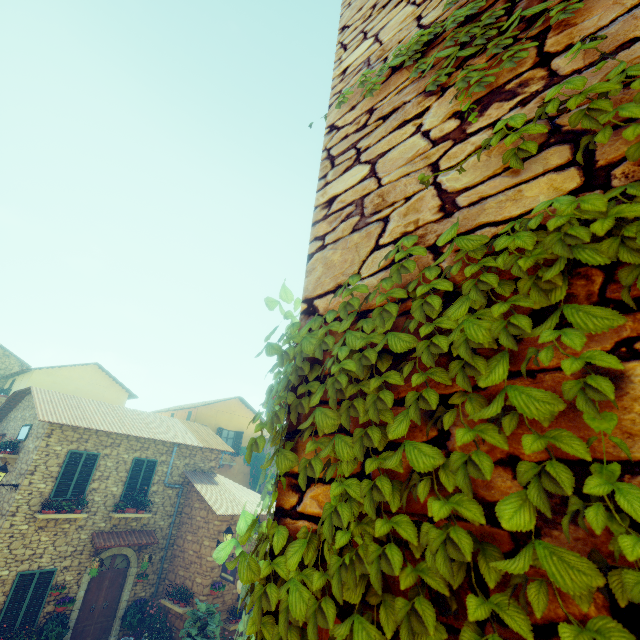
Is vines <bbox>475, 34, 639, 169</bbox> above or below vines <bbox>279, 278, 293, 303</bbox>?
above

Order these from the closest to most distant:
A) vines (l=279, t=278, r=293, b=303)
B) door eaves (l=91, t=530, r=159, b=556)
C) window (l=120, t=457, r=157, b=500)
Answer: vines (l=279, t=278, r=293, b=303)
door eaves (l=91, t=530, r=159, b=556)
window (l=120, t=457, r=157, b=500)

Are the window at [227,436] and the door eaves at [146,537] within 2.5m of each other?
no

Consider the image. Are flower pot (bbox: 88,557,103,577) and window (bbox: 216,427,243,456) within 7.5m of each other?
no

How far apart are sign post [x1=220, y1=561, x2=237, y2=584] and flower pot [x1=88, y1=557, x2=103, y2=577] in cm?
429

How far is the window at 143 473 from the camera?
13.52m

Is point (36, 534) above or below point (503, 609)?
below

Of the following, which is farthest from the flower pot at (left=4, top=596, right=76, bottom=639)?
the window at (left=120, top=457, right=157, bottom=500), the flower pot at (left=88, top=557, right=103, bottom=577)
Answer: the window at (left=120, top=457, right=157, bottom=500)
